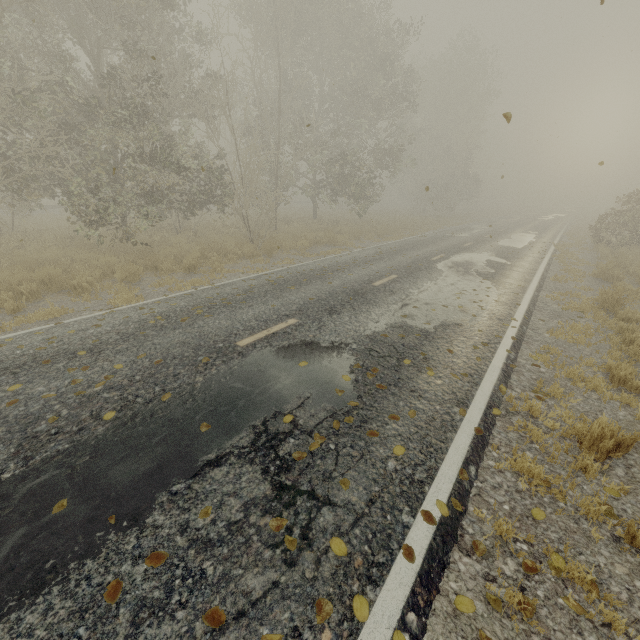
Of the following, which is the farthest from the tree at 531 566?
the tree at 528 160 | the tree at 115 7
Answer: the tree at 528 160

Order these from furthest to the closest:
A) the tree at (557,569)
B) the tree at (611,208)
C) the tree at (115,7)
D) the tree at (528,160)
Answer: the tree at (528,160)
the tree at (611,208)
the tree at (115,7)
the tree at (557,569)

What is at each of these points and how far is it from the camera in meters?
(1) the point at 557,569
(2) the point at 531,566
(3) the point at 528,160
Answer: (1) tree, 2.6 m
(2) tree, 2.6 m
(3) tree, 59.3 m

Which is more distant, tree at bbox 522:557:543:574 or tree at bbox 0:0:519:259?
tree at bbox 0:0:519:259

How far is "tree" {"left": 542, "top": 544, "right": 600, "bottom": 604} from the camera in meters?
2.4 m

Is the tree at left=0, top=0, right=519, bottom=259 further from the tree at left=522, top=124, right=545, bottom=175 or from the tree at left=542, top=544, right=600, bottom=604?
the tree at left=522, top=124, right=545, bottom=175

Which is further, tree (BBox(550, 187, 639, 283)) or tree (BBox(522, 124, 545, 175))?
tree (BBox(522, 124, 545, 175))

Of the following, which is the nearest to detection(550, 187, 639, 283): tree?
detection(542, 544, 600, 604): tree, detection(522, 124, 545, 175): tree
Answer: detection(542, 544, 600, 604): tree
